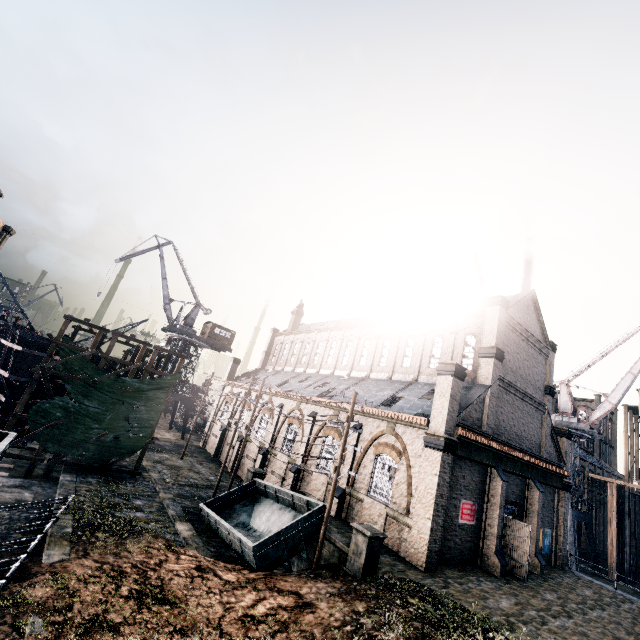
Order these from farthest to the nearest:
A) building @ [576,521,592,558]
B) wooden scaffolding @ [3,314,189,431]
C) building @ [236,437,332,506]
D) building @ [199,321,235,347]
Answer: building @ [199,321,235,347]
building @ [576,521,592,558]
building @ [236,437,332,506]
wooden scaffolding @ [3,314,189,431]

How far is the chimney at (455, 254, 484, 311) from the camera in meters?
28.2

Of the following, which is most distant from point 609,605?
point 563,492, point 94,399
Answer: point 94,399

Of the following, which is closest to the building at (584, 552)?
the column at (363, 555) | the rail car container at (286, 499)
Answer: the column at (363, 555)

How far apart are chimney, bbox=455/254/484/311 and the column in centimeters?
1921cm

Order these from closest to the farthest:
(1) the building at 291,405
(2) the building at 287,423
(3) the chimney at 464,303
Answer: (2) the building at 287,423 → (1) the building at 291,405 → (3) the chimney at 464,303

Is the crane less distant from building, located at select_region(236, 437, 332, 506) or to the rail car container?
building, located at select_region(236, 437, 332, 506)

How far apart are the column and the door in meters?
12.6
